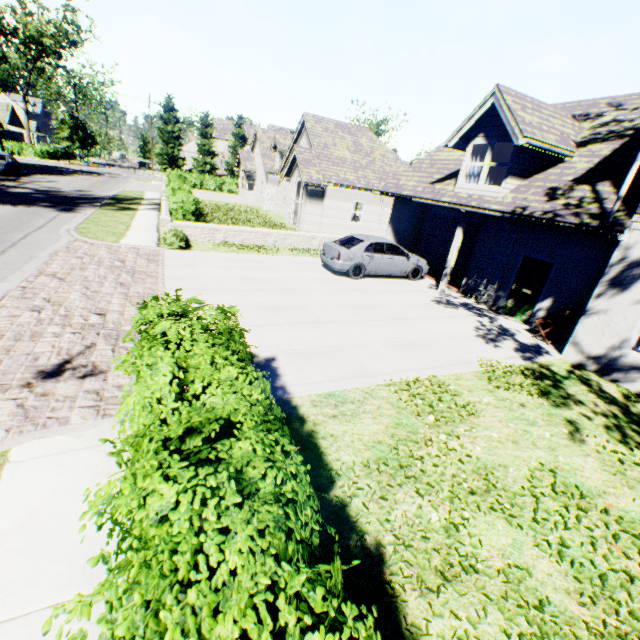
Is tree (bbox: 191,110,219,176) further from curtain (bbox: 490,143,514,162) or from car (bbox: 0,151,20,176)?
curtain (bbox: 490,143,514,162)

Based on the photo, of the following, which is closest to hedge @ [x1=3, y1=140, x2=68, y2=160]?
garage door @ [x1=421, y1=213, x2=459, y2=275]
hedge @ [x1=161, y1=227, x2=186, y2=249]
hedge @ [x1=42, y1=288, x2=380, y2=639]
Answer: hedge @ [x1=161, y1=227, x2=186, y2=249]

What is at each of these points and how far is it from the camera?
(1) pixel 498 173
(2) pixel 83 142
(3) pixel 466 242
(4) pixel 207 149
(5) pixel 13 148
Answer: (1) curtain, 11.0 meters
(2) tree, 54.1 meters
(3) garage door, 14.7 meters
(4) tree, 55.4 meters
(5) hedge, 45.5 meters

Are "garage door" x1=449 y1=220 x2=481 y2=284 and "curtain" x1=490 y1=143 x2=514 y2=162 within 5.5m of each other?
yes

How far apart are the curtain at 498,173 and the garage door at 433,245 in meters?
2.4 m

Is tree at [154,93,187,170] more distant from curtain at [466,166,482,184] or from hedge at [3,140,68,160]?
curtain at [466,166,482,184]

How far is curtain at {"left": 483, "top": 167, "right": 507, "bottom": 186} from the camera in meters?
10.9 m

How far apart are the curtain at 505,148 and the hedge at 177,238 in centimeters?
1121cm
